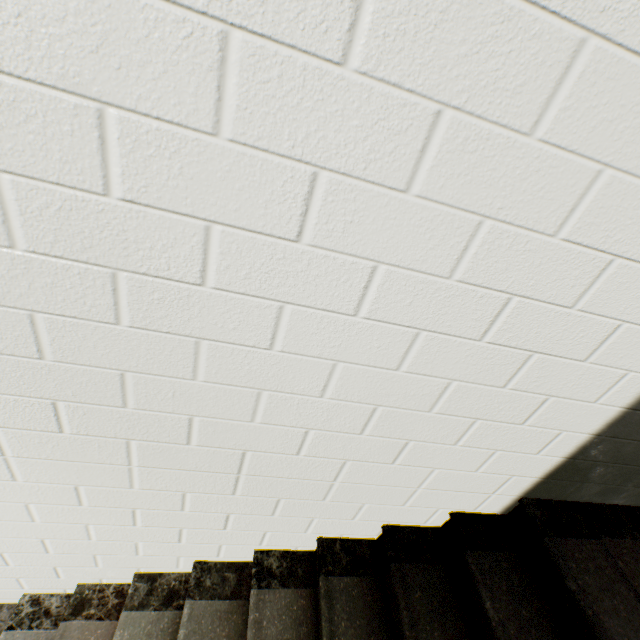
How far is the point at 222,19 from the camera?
0.52m
